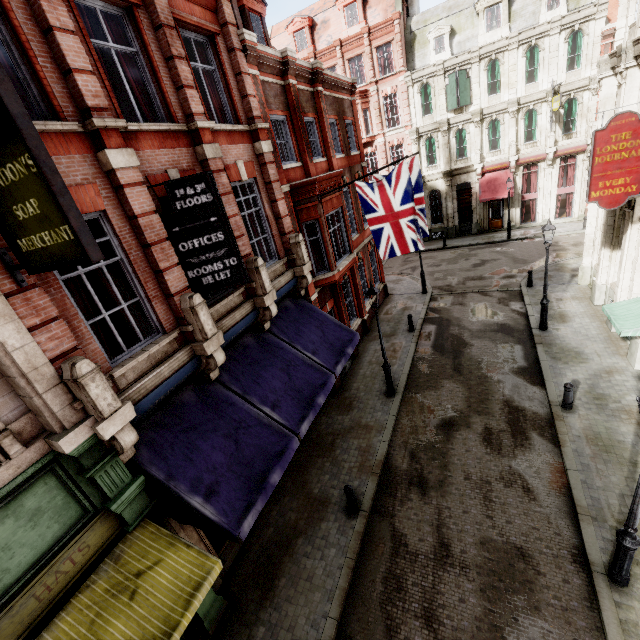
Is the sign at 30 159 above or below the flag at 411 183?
above

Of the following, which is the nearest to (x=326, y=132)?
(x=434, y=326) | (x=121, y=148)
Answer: (x=121, y=148)

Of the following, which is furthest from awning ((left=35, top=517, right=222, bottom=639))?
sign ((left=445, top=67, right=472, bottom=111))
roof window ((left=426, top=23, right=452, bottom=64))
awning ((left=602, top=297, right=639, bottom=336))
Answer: roof window ((left=426, top=23, right=452, bottom=64))

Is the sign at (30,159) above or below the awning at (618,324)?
above

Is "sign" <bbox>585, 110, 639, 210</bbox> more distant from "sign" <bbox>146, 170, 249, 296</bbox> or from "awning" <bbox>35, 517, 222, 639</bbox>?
"awning" <bbox>35, 517, 222, 639</bbox>

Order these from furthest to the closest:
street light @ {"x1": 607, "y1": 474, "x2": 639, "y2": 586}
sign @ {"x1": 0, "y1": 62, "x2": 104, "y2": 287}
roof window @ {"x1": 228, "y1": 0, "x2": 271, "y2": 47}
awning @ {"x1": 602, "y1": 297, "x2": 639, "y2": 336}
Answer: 1. roof window @ {"x1": 228, "y1": 0, "x2": 271, "y2": 47}
2. awning @ {"x1": 602, "y1": 297, "x2": 639, "y2": 336}
3. street light @ {"x1": 607, "y1": 474, "x2": 639, "y2": 586}
4. sign @ {"x1": 0, "y1": 62, "x2": 104, "y2": 287}

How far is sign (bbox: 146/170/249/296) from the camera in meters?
6.7 m

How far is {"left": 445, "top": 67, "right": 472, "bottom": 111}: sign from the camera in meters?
24.9
